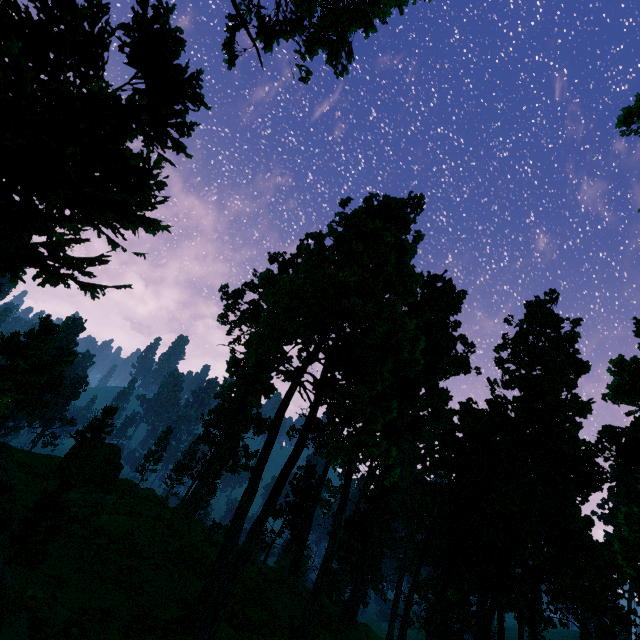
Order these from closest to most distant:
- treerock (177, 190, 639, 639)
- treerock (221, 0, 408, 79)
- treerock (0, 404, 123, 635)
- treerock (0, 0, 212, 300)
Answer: treerock (0, 0, 212, 300)
treerock (0, 404, 123, 635)
treerock (177, 190, 639, 639)
treerock (221, 0, 408, 79)

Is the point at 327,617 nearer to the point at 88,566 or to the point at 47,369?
the point at 88,566

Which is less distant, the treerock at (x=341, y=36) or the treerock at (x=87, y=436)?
the treerock at (x=87, y=436)

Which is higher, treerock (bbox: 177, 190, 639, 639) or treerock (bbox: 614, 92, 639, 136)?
treerock (bbox: 614, 92, 639, 136)

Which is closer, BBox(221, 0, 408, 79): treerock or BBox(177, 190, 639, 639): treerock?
BBox(177, 190, 639, 639): treerock
